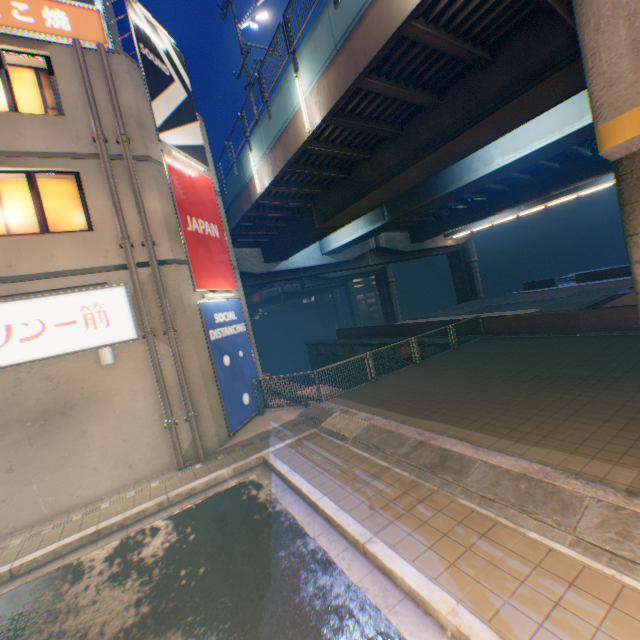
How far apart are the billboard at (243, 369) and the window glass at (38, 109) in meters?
5.9

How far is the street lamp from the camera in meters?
8.0

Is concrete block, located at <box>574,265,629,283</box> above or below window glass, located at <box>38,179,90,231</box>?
below

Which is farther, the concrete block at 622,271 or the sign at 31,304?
the concrete block at 622,271

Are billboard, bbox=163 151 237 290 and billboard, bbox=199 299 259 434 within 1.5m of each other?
yes

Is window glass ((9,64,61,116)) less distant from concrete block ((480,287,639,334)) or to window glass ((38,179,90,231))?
window glass ((38,179,90,231))

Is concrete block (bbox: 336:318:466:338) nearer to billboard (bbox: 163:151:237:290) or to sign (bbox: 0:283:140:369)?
billboard (bbox: 163:151:237:290)

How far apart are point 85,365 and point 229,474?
4.6 meters
